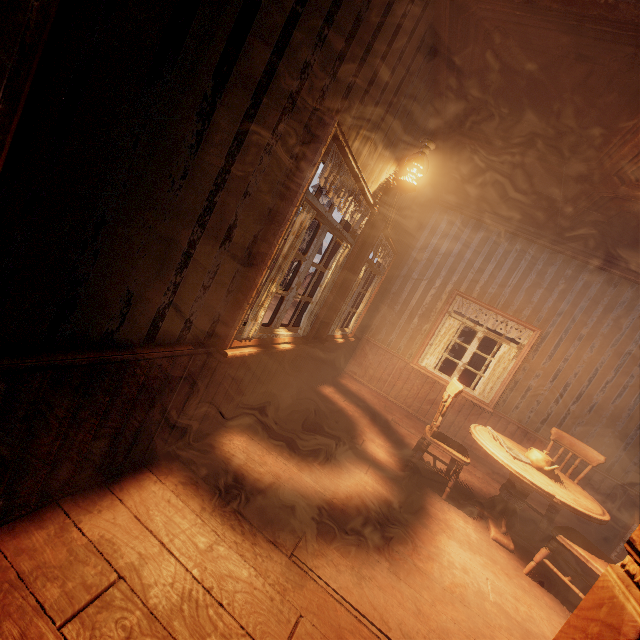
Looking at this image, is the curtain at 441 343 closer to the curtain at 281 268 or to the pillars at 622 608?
the curtain at 281 268

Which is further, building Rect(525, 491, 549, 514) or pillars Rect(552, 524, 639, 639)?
building Rect(525, 491, 549, 514)

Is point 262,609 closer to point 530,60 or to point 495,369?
point 530,60

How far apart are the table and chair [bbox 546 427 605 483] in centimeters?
19cm

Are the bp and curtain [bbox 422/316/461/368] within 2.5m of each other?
no

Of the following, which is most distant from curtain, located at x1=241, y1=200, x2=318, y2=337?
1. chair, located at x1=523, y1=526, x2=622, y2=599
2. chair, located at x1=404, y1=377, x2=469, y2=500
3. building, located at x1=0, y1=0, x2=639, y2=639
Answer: chair, located at x1=523, y1=526, x2=622, y2=599

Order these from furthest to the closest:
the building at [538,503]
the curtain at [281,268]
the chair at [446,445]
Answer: the building at [538,503] < the chair at [446,445] < the curtain at [281,268]

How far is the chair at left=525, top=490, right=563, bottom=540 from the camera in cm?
370
